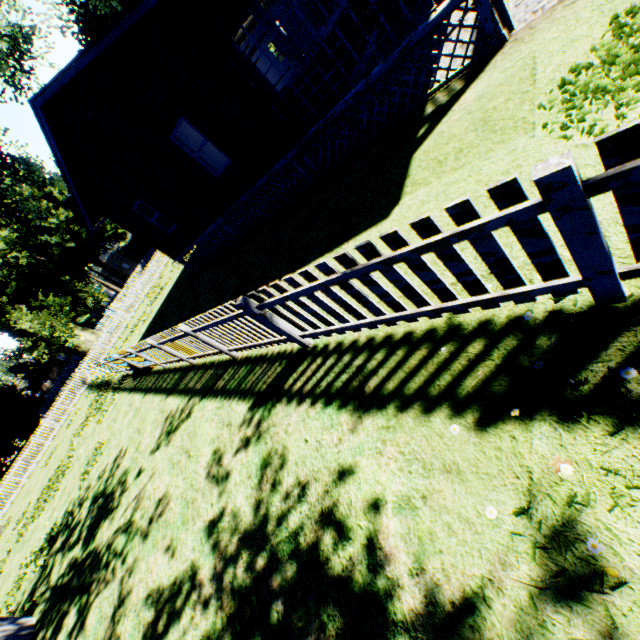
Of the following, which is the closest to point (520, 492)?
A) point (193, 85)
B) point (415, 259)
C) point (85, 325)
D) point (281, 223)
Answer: point (415, 259)

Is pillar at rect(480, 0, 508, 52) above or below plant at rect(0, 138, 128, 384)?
below

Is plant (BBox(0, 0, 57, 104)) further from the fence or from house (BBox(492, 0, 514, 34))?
house (BBox(492, 0, 514, 34))

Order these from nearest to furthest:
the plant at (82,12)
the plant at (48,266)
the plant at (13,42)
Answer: the plant at (13,42)
the plant at (48,266)
the plant at (82,12)

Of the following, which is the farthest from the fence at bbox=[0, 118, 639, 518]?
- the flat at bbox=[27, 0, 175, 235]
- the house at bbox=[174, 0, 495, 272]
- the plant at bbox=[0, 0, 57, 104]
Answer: the flat at bbox=[27, 0, 175, 235]

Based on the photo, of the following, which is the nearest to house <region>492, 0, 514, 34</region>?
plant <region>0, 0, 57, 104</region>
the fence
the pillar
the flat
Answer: the pillar

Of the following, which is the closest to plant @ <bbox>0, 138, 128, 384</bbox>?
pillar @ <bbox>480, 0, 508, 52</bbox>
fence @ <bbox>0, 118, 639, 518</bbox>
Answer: fence @ <bbox>0, 118, 639, 518</bbox>

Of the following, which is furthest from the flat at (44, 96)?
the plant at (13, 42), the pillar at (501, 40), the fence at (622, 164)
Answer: → the plant at (13, 42)
